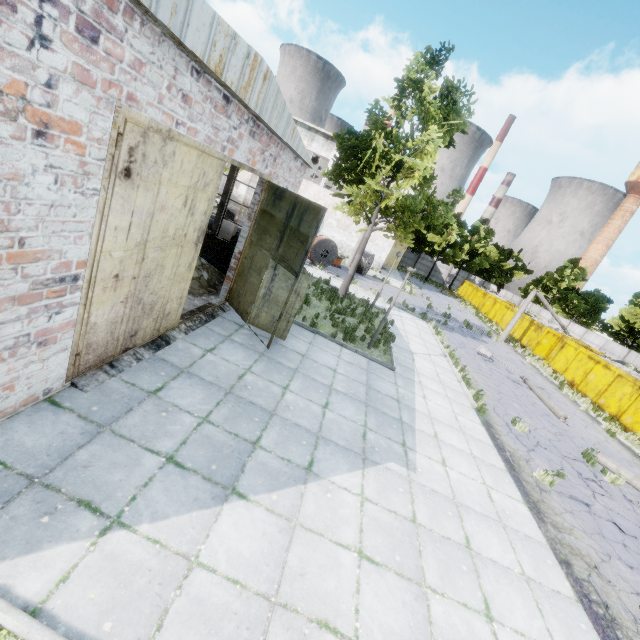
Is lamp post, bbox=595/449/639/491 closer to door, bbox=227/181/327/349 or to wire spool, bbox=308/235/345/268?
door, bbox=227/181/327/349

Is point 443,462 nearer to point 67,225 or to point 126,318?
point 126,318

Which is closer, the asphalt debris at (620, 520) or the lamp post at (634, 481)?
the asphalt debris at (620, 520)

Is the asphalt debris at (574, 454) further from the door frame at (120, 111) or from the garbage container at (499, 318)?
the garbage container at (499, 318)

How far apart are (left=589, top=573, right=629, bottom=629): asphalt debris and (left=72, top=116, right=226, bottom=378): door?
9.5 meters

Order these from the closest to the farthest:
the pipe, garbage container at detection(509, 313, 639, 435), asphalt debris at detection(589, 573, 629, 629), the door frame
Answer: the door frame
asphalt debris at detection(589, 573, 629, 629)
the pipe
garbage container at detection(509, 313, 639, 435)

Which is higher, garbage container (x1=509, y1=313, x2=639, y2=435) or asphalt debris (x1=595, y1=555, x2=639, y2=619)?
garbage container (x1=509, y1=313, x2=639, y2=435)

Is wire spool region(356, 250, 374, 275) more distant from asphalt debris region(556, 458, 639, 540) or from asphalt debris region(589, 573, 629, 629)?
asphalt debris region(589, 573, 629, 629)
